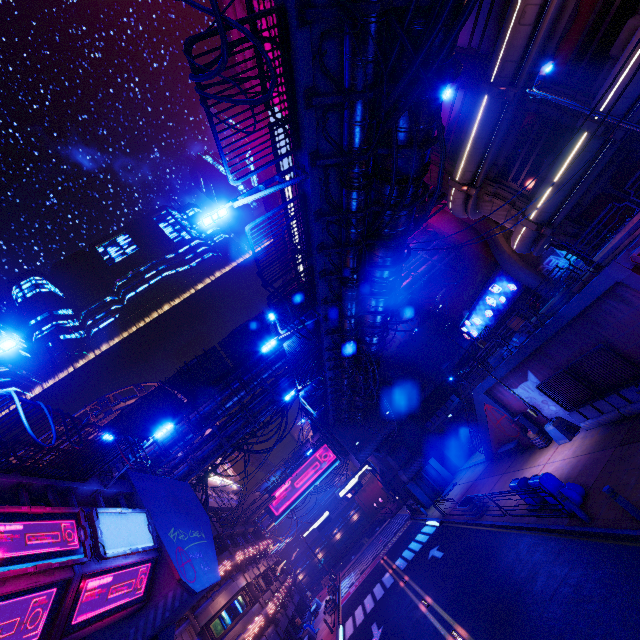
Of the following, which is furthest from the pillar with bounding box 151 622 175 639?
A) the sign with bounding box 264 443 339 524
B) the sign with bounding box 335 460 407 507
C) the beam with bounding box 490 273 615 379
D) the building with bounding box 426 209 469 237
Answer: the sign with bounding box 264 443 339 524

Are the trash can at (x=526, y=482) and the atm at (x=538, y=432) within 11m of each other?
yes

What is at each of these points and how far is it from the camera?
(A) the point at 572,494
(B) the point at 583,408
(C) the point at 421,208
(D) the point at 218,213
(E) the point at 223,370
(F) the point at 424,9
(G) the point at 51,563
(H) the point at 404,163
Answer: (A) trash bag, 11.43m
(B) fence, 15.02m
(C) pipe, 25.84m
(D) street light, 8.52m
(E) awning, 26.03m
(F) walkway, 6.48m
(G) sign, 8.21m
(H) walkway, 9.30m

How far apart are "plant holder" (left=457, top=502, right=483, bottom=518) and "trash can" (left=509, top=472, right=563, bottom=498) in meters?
6.1 m

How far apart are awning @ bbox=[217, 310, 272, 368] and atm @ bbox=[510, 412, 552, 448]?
18.13m

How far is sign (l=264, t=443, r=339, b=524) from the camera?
48.9m

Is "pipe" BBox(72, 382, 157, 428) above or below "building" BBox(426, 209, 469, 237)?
above

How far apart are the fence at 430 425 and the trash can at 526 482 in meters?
22.2 m
